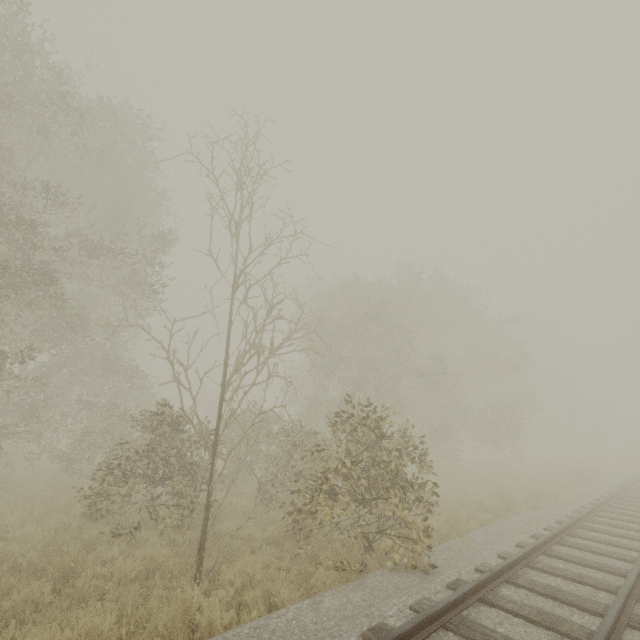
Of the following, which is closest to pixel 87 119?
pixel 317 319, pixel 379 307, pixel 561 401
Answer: pixel 317 319
